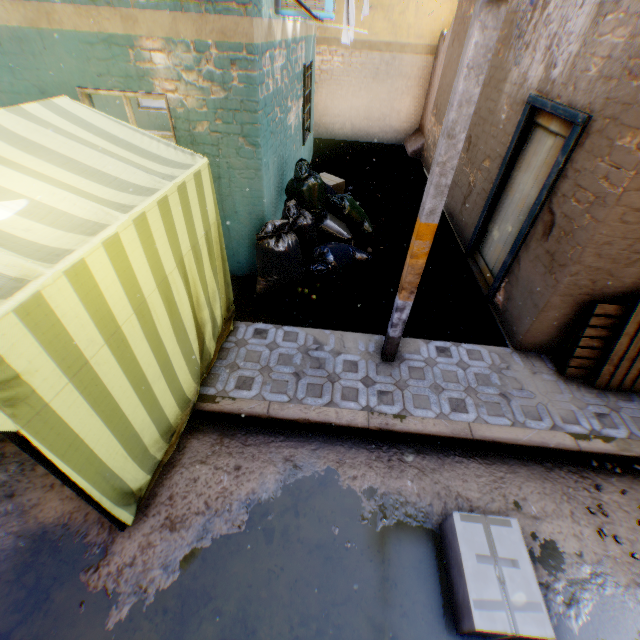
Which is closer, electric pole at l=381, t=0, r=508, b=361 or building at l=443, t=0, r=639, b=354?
electric pole at l=381, t=0, r=508, b=361

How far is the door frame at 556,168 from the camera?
3.6m

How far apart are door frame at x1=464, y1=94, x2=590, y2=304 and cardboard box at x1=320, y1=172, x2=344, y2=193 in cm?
341

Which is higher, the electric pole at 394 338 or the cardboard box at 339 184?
the electric pole at 394 338

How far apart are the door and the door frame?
0.0 meters

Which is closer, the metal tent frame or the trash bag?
the metal tent frame

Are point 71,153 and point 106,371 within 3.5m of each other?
yes

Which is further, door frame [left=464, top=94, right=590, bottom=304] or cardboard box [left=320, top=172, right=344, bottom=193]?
cardboard box [left=320, top=172, right=344, bottom=193]
